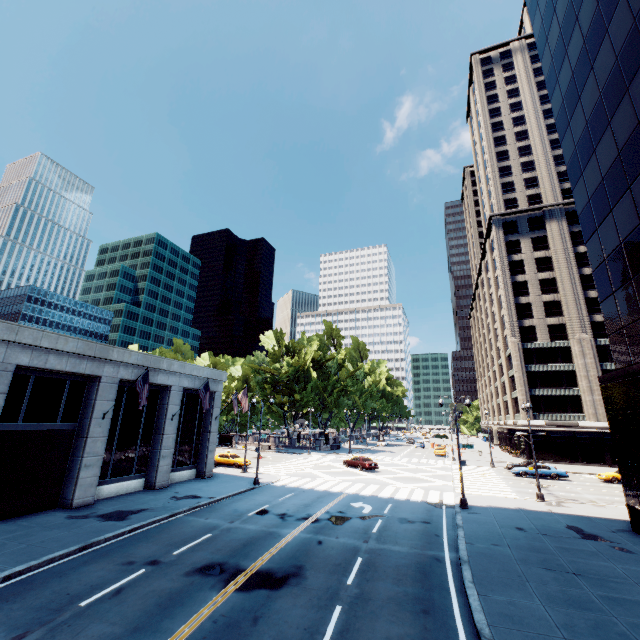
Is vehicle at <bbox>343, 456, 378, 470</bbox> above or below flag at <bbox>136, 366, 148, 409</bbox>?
below

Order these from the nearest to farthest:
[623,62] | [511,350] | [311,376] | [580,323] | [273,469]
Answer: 1. [623,62]
2. [273,469]
3. [580,323]
4. [511,350]
5. [311,376]

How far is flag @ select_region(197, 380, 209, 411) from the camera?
25.3m

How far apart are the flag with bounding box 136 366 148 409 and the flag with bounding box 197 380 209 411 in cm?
560

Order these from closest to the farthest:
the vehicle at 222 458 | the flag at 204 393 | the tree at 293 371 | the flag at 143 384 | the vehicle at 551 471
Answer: the flag at 143 384 < the flag at 204 393 < the vehicle at 551 471 < the vehicle at 222 458 < the tree at 293 371

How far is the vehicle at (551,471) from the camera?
34.6m

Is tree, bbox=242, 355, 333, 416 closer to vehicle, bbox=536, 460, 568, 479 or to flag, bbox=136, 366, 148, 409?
vehicle, bbox=536, 460, 568, 479

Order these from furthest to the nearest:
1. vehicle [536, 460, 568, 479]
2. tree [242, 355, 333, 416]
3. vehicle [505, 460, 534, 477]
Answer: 1. tree [242, 355, 333, 416]
2. vehicle [505, 460, 534, 477]
3. vehicle [536, 460, 568, 479]
